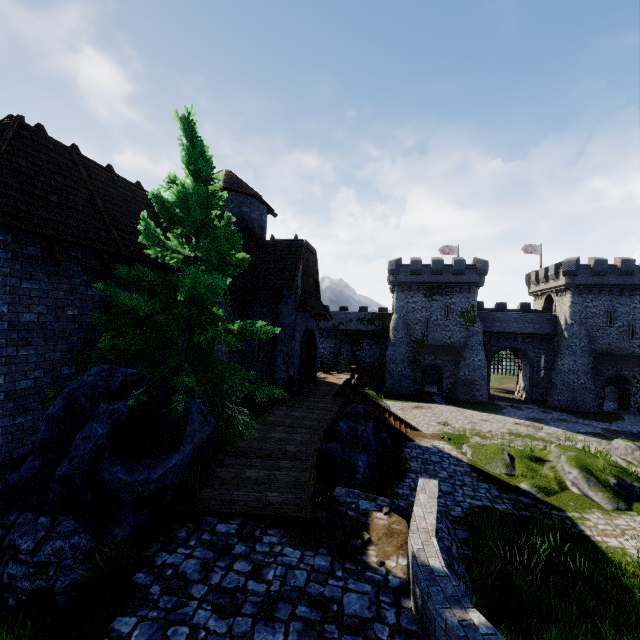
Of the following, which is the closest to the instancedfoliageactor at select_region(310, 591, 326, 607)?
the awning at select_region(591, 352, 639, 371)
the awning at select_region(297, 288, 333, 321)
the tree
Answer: the tree

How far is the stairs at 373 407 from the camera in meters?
17.5

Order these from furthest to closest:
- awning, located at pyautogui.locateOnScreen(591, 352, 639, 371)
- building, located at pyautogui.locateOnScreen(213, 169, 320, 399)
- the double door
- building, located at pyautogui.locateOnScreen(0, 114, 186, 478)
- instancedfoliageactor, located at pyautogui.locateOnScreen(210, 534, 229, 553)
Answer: awning, located at pyautogui.locateOnScreen(591, 352, 639, 371), the double door, building, located at pyautogui.locateOnScreen(213, 169, 320, 399), building, located at pyautogui.locateOnScreen(0, 114, 186, 478), instancedfoliageactor, located at pyautogui.locateOnScreen(210, 534, 229, 553)

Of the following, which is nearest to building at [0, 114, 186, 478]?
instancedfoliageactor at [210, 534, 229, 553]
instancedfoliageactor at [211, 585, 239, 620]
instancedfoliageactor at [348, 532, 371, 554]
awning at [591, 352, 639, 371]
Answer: instancedfoliageactor at [210, 534, 229, 553]

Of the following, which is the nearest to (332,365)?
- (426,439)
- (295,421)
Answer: (426,439)

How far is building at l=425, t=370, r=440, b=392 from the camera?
44.6 meters

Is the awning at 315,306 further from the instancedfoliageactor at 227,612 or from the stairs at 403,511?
the instancedfoliageactor at 227,612

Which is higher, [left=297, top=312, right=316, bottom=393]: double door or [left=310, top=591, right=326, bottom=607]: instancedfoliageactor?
[left=297, top=312, right=316, bottom=393]: double door
